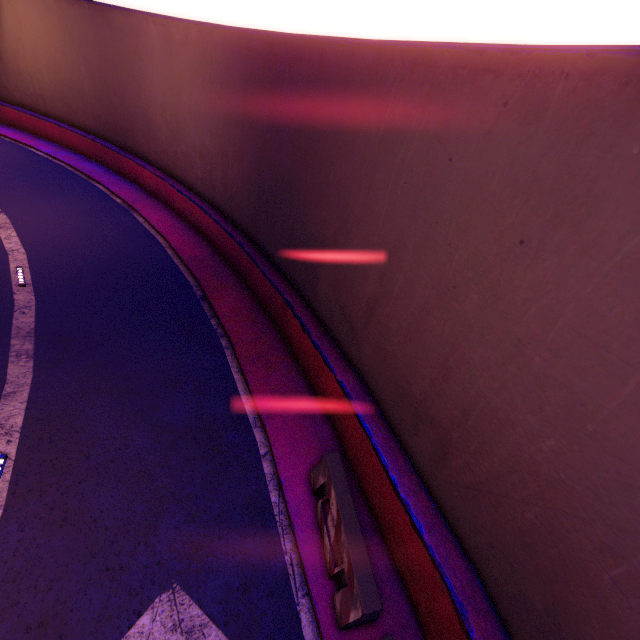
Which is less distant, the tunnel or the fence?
the tunnel

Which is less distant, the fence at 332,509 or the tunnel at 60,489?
the tunnel at 60,489

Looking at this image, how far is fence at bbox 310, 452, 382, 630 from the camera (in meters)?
4.80

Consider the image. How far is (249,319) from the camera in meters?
10.8

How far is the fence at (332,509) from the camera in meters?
4.8
